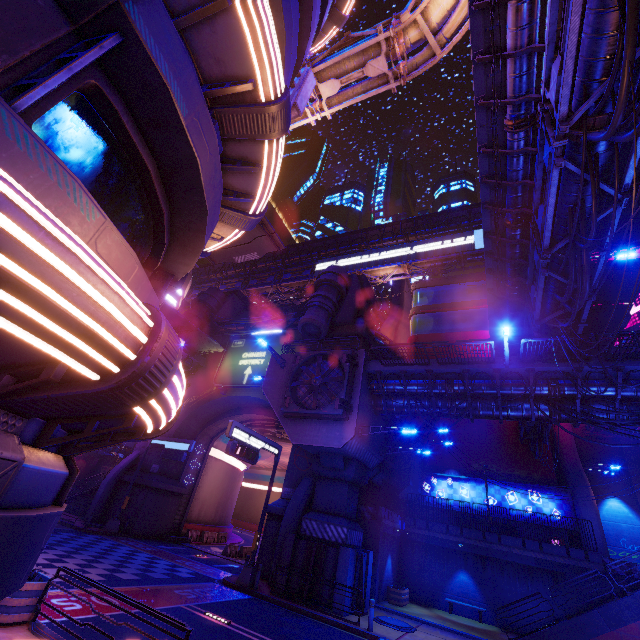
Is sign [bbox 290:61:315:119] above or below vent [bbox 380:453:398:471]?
above

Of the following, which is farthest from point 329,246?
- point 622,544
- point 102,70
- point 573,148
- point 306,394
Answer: point 102,70

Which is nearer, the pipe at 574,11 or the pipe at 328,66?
the pipe at 574,11

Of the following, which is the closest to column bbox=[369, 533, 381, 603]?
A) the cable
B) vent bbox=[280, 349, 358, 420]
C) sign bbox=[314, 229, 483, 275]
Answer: vent bbox=[280, 349, 358, 420]

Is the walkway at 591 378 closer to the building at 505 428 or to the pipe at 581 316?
the building at 505 428

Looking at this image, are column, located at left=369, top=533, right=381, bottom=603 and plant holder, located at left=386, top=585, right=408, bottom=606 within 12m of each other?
yes

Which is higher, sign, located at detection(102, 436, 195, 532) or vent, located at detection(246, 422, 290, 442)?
vent, located at detection(246, 422, 290, 442)

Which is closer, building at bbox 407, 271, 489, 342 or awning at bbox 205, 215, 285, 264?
awning at bbox 205, 215, 285, 264
